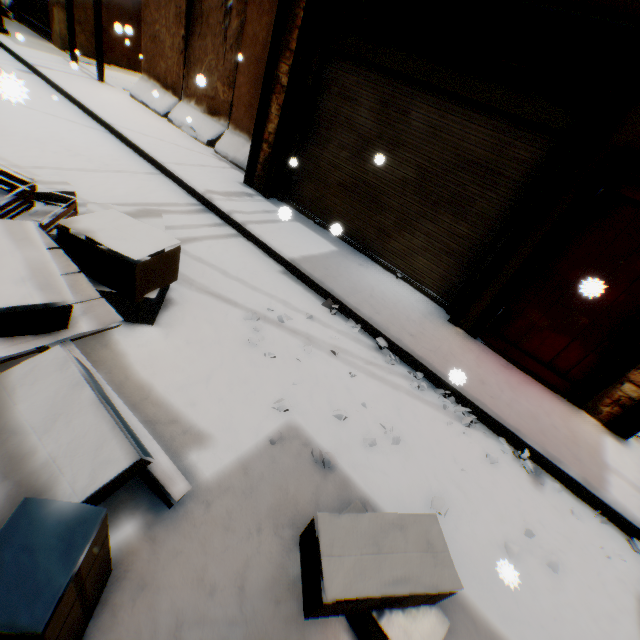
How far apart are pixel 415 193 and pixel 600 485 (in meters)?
4.03

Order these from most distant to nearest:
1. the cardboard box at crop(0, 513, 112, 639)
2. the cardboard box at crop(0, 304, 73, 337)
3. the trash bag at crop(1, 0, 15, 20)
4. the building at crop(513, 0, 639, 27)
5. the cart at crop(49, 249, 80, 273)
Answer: the trash bag at crop(1, 0, 15, 20)
the building at crop(513, 0, 639, 27)
the cart at crop(49, 249, 80, 273)
the cardboard box at crop(0, 304, 73, 337)
the cardboard box at crop(0, 513, 112, 639)

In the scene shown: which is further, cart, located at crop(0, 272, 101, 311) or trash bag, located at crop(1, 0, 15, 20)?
trash bag, located at crop(1, 0, 15, 20)

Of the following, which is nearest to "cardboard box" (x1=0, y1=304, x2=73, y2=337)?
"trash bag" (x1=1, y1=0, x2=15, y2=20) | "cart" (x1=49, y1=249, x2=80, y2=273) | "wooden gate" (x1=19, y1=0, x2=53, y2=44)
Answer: "cart" (x1=49, y1=249, x2=80, y2=273)

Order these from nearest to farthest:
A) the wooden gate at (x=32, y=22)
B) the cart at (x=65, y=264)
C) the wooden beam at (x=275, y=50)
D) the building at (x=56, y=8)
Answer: the cart at (x=65, y=264), the wooden beam at (x=275, y=50), the building at (x=56, y=8), the wooden gate at (x=32, y=22)

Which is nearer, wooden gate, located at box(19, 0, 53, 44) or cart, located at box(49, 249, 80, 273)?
cart, located at box(49, 249, 80, 273)

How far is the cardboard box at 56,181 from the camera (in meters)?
3.66

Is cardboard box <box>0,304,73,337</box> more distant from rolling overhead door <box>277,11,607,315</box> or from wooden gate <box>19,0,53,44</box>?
wooden gate <box>19,0,53,44</box>
